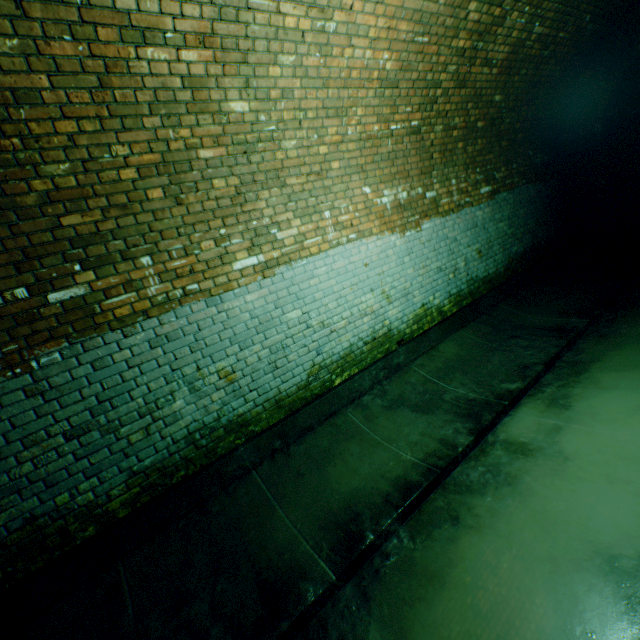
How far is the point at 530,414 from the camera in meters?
3.4
